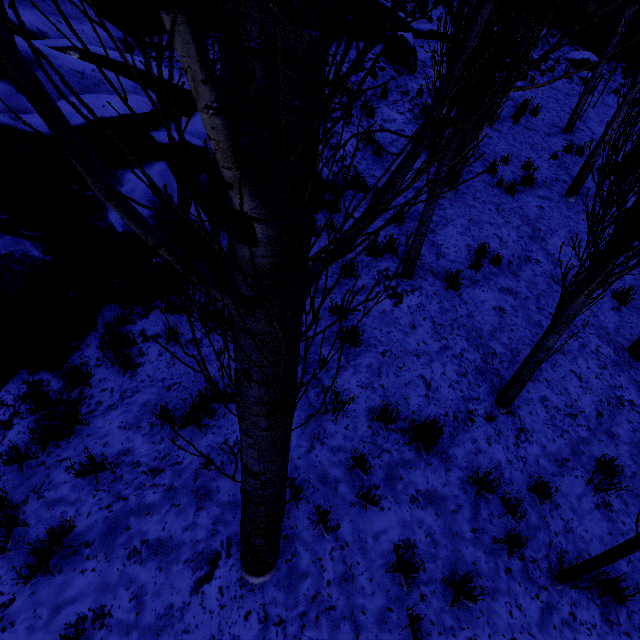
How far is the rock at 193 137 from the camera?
5.52m

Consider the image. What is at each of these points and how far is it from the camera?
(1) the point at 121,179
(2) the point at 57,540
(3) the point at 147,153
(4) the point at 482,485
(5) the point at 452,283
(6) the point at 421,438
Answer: (1) rock, 4.6 meters
(2) instancedfoliageactor, 3.1 meters
(3) rock, 5.0 meters
(4) instancedfoliageactor, 3.9 meters
(5) instancedfoliageactor, 5.9 meters
(6) instancedfoliageactor, 4.1 meters

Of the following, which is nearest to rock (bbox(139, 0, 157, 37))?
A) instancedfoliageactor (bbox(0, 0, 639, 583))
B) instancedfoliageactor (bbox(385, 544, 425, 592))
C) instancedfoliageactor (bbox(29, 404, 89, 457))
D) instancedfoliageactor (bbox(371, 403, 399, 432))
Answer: instancedfoliageactor (bbox(0, 0, 639, 583))

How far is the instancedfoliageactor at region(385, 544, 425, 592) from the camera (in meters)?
3.14

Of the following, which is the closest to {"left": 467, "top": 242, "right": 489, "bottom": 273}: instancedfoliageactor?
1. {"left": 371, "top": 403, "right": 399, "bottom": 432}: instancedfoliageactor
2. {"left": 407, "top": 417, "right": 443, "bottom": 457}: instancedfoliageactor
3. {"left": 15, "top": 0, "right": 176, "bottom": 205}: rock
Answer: {"left": 15, "top": 0, "right": 176, "bottom": 205}: rock

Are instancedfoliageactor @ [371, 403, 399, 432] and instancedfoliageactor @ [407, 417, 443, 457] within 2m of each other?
yes

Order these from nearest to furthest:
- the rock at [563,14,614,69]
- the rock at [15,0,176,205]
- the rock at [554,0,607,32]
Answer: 1. the rock at [15,0,176,205]
2. the rock at [563,14,614,69]
3. the rock at [554,0,607,32]

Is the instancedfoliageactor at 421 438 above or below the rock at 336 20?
below
